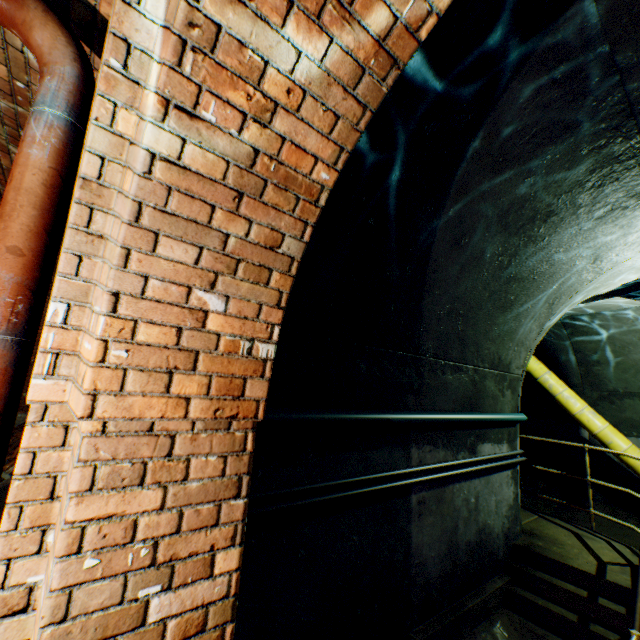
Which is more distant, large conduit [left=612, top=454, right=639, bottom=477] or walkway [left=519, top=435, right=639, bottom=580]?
large conduit [left=612, top=454, right=639, bottom=477]

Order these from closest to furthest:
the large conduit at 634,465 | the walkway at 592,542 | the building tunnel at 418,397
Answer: the building tunnel at 418,397, the walkway at 592,542, the large conduit at 634,465

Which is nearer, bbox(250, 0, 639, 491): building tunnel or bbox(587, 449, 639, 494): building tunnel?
bbox(250, 0, 639, 491): building tunnel

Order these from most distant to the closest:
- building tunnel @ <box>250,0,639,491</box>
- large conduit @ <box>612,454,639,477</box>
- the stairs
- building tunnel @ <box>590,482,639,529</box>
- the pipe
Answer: building tunnel @ <box>590,482,639,529</box>
large conduit @ <box>612,454,639,477</box>
the stairs
building tunnel @ <box>250,0,639,491</box>
the pipe

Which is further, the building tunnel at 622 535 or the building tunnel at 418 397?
the building tunnel at 622 535

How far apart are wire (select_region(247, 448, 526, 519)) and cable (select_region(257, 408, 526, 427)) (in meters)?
0.14

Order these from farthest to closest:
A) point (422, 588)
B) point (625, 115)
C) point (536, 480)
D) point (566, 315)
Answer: point (536, 480), point (566, 315), point (422, 588), point (625, 115)

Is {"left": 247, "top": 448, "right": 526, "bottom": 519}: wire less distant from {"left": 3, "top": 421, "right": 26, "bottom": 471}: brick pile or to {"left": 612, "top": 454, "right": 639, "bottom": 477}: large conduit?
{"left": 612, "top": 454, "right": 639, "bottom": 477}: large conduit
